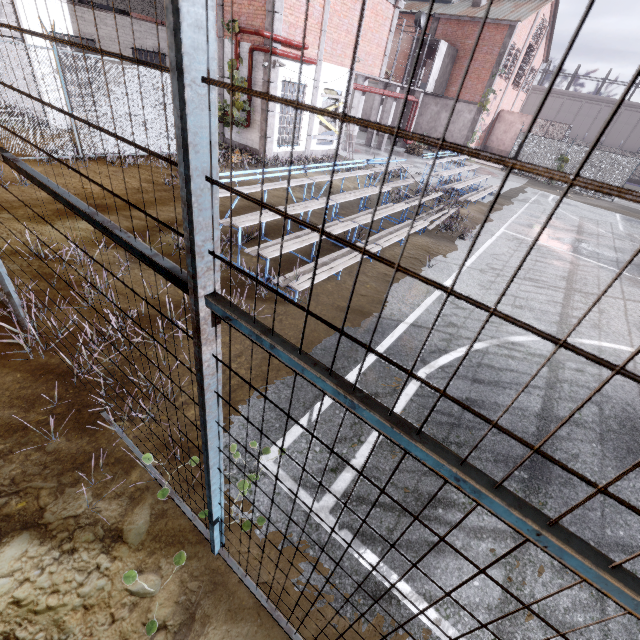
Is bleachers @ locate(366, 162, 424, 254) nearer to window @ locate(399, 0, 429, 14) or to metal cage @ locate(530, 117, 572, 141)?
window @ locate(399, 0, 429, 14)

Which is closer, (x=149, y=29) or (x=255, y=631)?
(x=255, y=631)

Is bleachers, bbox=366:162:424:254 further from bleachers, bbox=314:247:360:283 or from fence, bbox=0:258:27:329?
fence, bbox=0:258:27:329

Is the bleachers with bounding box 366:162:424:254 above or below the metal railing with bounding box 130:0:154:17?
below

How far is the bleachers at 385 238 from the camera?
8.4 meters

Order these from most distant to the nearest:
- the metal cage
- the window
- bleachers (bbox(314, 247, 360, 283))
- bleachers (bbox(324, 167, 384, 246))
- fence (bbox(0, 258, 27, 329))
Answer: the metal cage → the window → bleachers (bbox(324, 167, 384, 246)) → bleachers (bbox(314, 247, 360, 283)) → fence (bbox(0, 258, 27, 329))

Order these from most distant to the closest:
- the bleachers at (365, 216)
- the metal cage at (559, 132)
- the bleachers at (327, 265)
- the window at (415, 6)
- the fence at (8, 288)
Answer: the metal cage at (559, 132)
the window at (415, 6)
the bleachers at (365, 216)
the bleachers at (327, 265)
the fence at (8, 288)

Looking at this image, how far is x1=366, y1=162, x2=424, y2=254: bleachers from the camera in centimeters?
839cm
